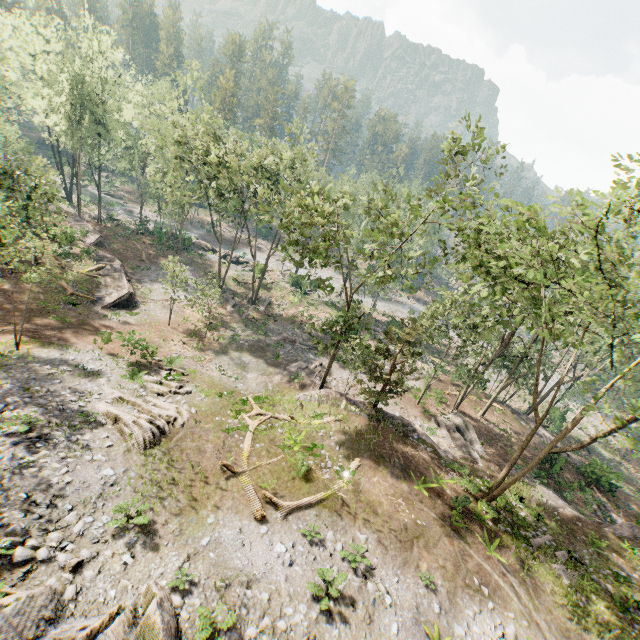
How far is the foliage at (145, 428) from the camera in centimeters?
1506cm

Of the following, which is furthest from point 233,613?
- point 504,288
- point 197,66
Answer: point 197,66

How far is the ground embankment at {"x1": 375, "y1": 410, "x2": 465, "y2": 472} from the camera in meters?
22.8 m

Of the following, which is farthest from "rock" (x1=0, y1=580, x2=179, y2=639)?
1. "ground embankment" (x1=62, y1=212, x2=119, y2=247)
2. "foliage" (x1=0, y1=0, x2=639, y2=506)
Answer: "ground embankment" (x1=62, y1=212, x2=119, y2=247)

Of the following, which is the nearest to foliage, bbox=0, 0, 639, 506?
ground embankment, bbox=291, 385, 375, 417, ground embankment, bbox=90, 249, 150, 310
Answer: ground embankment, bbox=291, 385, 375, 417

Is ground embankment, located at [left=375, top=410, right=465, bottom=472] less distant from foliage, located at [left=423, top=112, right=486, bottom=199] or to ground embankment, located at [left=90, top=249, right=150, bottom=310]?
foliage, located at [left=423, top=112, right=486, bottom=199]

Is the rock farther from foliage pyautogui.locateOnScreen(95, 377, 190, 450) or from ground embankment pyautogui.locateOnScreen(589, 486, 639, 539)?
ground embankment pyautogui.locateOnScreen(589, 486, 639, 539)

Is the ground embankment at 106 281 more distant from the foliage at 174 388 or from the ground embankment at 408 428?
the ground embankment at 408 428
